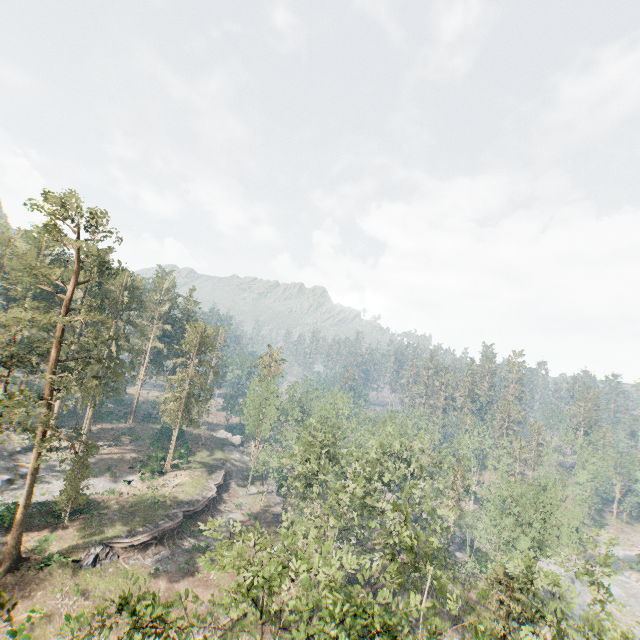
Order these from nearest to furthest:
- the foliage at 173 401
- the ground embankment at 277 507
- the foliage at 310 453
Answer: the foliage at 310 453, the ground embankment at 277 507, the foliage at 173 401

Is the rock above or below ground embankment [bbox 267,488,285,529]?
above

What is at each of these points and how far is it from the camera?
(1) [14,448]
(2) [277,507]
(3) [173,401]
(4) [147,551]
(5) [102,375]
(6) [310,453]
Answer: (1) rock, 45.69m
(2) ground embankment, 52.34m
(3) foliage, 50.00m
(4) ground embankment, 34.94m
(5) foliage, 52.12m
(6) foliage, 32.66m

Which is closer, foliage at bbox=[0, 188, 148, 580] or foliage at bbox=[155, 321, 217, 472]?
foliage at bbox=[0, 188, 148, 580]

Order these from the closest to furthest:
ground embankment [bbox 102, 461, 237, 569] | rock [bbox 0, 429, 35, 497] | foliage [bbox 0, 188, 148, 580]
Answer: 1. foliage [bbox 0, 188, 148, 580]
2. ground embankment [bbox 102, 461, 237, 569]
3. rock [bbox 0, 429, 35, 497]

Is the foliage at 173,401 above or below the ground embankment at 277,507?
above

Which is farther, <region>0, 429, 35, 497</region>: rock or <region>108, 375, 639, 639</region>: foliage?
<region>0, 429, 35, 497</region>: rock

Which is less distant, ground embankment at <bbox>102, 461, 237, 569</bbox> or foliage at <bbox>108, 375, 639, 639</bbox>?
foliage at <bbox>108, 375, 639, 639</bbox>
